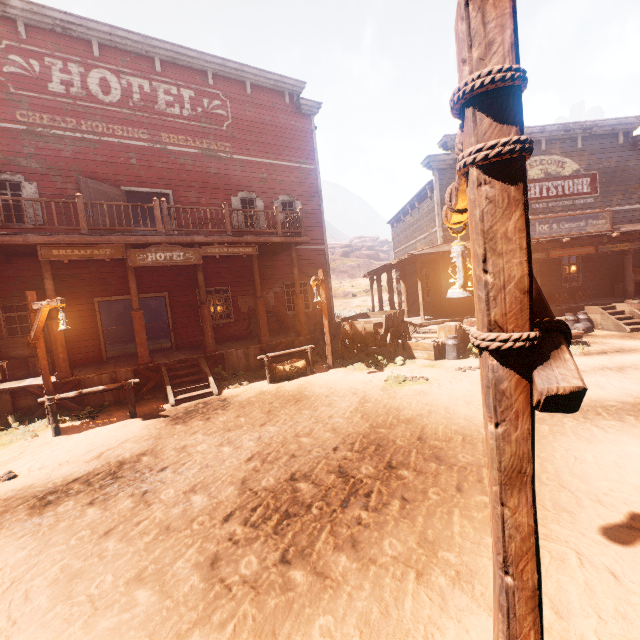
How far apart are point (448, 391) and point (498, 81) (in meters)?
7.23

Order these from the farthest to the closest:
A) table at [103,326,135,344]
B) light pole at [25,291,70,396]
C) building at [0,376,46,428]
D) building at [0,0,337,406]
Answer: table at [103,326,135,344] → building at [0,0,337,406] → building at [0,376,46,428] → light pole at [25,291,70,396]

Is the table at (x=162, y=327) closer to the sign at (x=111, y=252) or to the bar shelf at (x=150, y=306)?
the bar shelf at (x=150, y=306)

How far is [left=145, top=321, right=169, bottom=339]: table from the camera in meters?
20.4 m

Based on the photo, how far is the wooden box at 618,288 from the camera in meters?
14.1

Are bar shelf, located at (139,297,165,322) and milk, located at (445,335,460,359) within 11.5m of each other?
no

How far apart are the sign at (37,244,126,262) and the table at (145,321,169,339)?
12.3m

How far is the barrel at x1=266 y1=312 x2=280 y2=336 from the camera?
13.57m
